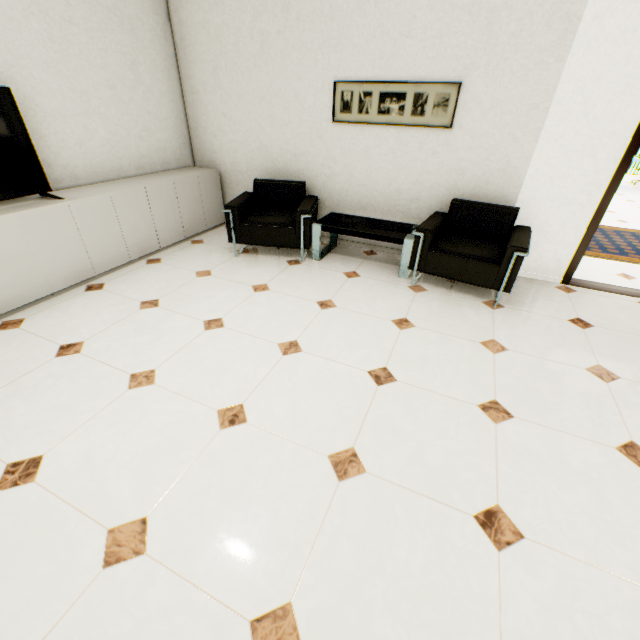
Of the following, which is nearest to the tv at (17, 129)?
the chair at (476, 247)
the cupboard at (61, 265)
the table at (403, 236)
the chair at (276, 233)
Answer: the cupboard at (61, 265)

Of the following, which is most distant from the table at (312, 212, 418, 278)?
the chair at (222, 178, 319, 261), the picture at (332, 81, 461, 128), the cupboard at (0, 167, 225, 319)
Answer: the cupboard at (0, 167, 225, 319)

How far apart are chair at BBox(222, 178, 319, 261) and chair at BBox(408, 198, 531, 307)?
1.2m

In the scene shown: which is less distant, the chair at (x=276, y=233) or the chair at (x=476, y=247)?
the chair at (x=476, y=247)

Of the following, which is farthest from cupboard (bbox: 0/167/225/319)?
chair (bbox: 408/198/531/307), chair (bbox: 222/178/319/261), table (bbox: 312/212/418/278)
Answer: chair (bbox: 408/198/531/307)

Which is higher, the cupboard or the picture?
the picture

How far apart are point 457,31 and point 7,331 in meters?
4.8 m

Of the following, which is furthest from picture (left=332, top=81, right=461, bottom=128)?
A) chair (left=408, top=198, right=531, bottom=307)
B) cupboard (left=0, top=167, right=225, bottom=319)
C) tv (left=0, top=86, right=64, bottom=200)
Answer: tv (left=0, top=86, right=64, bottom=200)
